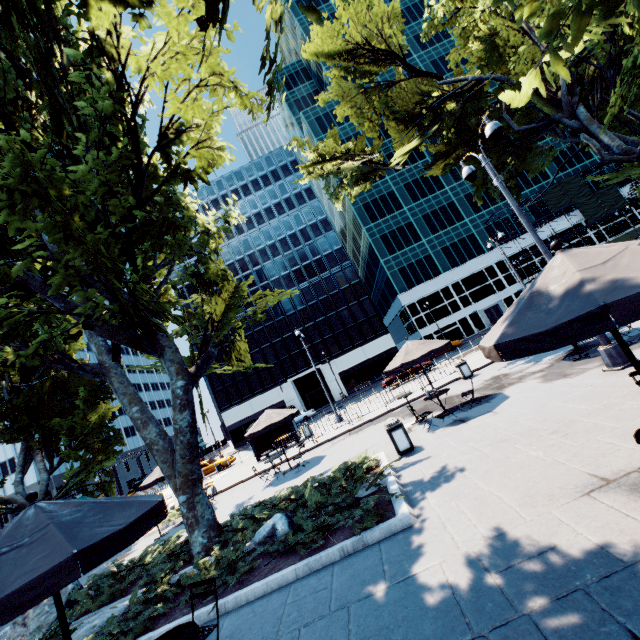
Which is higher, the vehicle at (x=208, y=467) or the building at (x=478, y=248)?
the building at (x=478, y=248)

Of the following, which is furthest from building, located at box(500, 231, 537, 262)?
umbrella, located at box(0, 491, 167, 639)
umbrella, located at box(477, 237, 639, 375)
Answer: umbrella, located at box(0, 491, 167, 639)

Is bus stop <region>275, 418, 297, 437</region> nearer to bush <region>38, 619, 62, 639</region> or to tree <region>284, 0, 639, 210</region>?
tree <region>284, 0, 639, 210</region>

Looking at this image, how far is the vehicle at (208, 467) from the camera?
29.5 meters

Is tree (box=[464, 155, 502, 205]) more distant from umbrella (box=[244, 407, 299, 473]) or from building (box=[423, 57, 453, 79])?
building (box=[423, 57, 453, 79])

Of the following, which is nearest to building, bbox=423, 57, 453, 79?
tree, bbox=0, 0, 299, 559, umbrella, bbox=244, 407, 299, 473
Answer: tree, bbox=0, 0, 299, 559

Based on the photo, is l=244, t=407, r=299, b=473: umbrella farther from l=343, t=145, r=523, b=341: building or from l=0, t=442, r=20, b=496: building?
l=0, t=442, r=20, b=496: building

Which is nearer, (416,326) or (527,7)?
(527,7)
